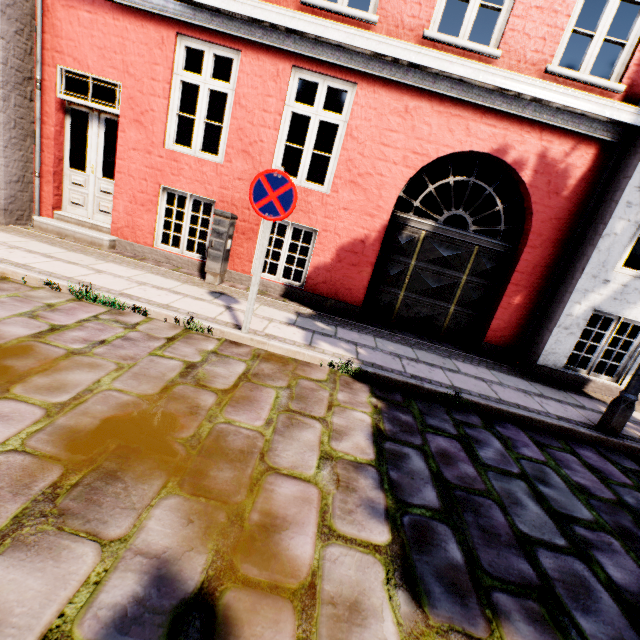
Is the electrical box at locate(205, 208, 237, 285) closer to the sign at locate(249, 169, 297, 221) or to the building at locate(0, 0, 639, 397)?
the sign at locate(249, 169, 297, 221)

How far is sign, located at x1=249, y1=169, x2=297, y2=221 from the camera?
3.5m

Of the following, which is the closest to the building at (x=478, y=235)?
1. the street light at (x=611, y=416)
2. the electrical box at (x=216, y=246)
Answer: the street light at (x=611, y=416)

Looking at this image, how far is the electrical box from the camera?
5.4 meters

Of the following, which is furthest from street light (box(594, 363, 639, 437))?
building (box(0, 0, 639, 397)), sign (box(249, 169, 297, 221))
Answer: building (box(0, 0, 639, 397))

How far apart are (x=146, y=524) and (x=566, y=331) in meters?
6.6 m

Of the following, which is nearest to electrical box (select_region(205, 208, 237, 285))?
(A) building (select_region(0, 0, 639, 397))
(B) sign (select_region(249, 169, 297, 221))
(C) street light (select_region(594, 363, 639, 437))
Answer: (B) sign (select_region(249, 169, 297, 221))

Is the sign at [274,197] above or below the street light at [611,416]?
above
